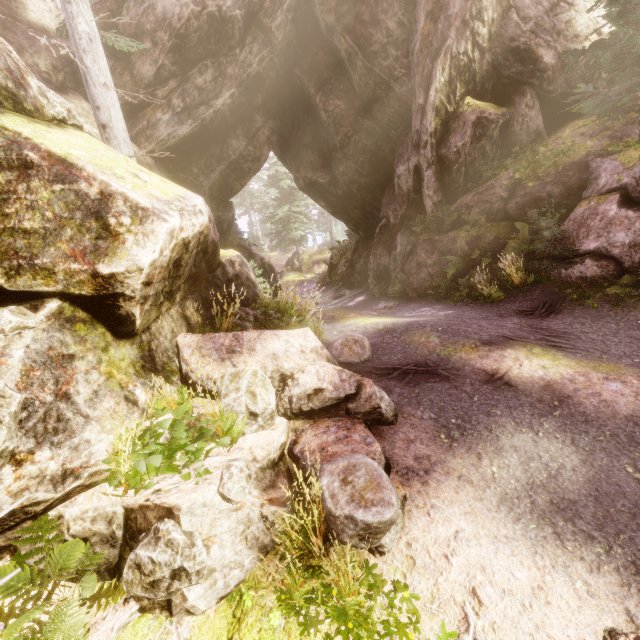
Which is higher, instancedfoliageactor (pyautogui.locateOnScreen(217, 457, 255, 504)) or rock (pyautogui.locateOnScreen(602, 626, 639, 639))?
instancedfoliageactor (pyautogui.locateOnScreen(217, 457, 255, 504))

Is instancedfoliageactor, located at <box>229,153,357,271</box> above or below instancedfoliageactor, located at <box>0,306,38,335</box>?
above

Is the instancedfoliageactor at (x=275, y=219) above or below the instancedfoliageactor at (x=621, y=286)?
above

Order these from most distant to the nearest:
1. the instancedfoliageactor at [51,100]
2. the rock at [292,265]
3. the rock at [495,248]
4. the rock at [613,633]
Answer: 1. the rock at [292,265]
2. the rock at [495,248]
3. the instancedfoliageactor at [51,100]
4. the rock at [613,633]

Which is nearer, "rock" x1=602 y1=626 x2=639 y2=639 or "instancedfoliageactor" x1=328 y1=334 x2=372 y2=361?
"rock" x1=602 y1=626 x2=639 y2=639

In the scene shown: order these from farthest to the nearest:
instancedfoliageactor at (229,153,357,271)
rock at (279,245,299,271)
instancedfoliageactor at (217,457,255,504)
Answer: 1. rock at (279,245,299,271)
2. instancedfoliageactor at (229,153,357,271)
3. instancedfoliageactor at (217,457,255,504)

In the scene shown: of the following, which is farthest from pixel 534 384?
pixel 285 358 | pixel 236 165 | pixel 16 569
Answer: pixel 236 165

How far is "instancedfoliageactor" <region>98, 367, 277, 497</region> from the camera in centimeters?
347cm
